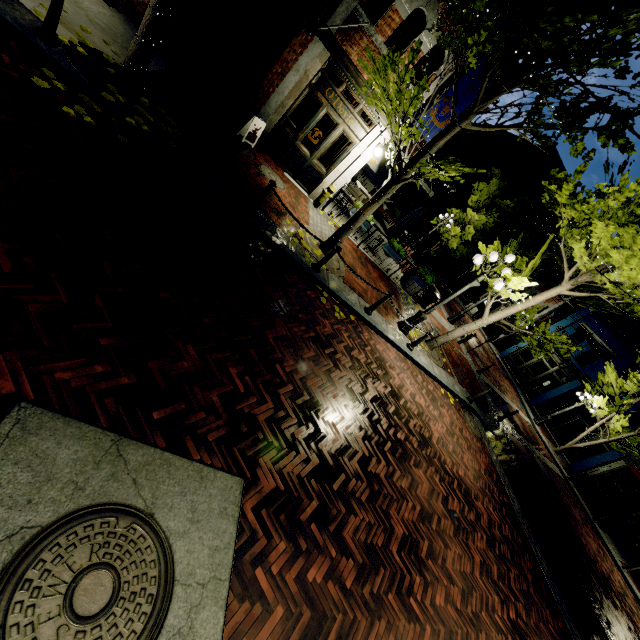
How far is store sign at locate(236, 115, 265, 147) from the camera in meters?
9.0

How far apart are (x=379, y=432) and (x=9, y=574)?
5.03m

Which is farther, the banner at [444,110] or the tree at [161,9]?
the banner at [444,110]

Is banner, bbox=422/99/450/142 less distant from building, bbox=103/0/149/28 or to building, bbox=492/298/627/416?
building, bbox=103/0/149/28

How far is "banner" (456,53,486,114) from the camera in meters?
9.0 m

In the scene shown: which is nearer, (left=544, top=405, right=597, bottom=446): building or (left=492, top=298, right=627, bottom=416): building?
(left=544, top=405, right=597, bottom=446): building

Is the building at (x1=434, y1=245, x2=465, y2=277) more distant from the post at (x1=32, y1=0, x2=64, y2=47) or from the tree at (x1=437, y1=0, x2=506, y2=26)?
the post at (x1=32, y1=0, x2=64, y2=47)

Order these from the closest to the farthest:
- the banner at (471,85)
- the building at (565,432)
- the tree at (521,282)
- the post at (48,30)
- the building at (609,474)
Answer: the post at (48,30) → the tree at (521,282) → the banner at (471,85) → the building at (609,474) → the building at (565,432)
